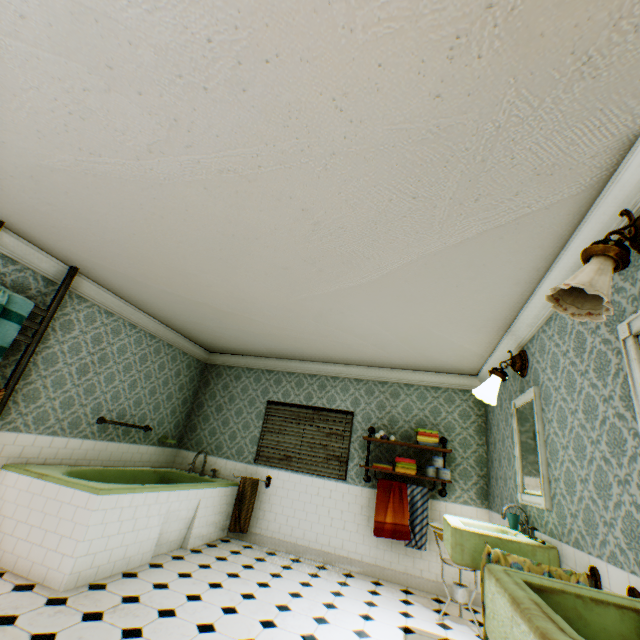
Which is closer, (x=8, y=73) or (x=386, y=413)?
(x=8, y=73)

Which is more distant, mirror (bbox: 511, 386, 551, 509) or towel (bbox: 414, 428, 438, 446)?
towel (bbox: 414, 428, 438, 446)

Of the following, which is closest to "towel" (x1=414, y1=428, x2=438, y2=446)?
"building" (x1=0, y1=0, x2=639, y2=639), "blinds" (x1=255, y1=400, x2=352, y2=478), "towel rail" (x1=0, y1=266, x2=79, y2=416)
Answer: "building" (x1=0, y1=0, x2=639, y2=639)

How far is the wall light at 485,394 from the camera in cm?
341

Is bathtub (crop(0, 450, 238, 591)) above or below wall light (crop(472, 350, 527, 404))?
below

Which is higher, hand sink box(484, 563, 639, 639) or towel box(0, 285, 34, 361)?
towel box(0, 285, 34, 361)

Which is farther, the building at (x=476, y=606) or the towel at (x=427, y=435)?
the towel at (x=427, y=435)

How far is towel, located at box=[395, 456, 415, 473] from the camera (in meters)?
4.89
